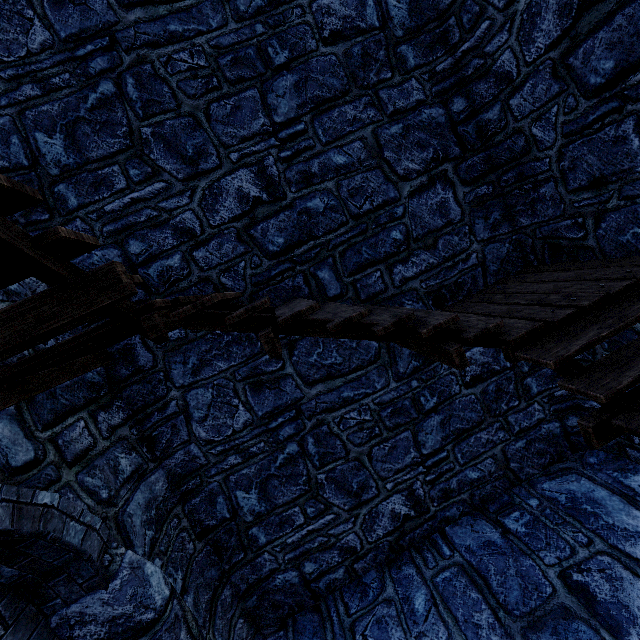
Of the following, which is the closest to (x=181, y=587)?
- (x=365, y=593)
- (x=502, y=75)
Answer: (x=365, y=593)
